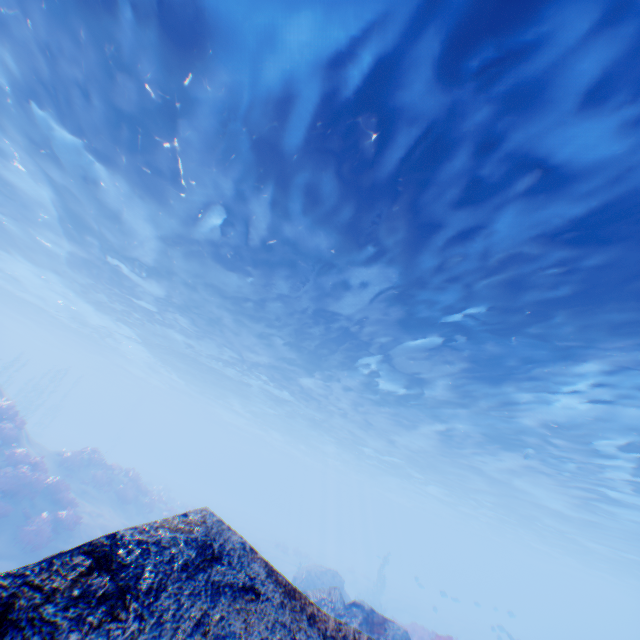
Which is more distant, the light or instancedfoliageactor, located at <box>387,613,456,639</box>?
instancedfoliageactor, located at <box>387,613,456,639</box>

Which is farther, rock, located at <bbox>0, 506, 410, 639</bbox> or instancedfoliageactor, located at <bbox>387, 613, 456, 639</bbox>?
instancedfoliageactor, located at <bbox>387, 613, 456, 639</bbox>

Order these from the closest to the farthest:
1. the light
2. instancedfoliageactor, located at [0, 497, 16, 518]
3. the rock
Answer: the rock < the light < instancedfoliageactor, located at [0, 497, 16, 518]

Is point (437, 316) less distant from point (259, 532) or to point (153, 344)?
point (153, 344)

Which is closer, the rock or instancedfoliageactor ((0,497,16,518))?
the rock

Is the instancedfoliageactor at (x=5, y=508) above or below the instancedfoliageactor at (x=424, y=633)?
below

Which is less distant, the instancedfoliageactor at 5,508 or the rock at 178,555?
the rock at 178,555

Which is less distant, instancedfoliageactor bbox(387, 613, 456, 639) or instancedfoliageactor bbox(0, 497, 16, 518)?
instancedfoliageactor bbox(387, 613, 456, 639)
